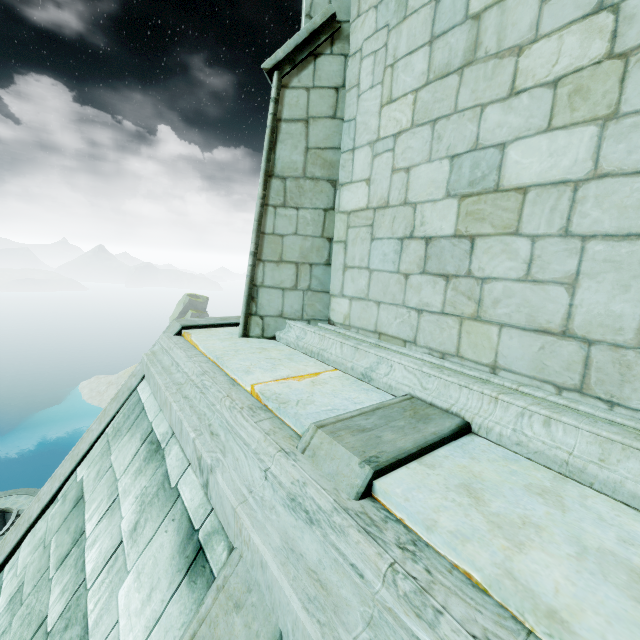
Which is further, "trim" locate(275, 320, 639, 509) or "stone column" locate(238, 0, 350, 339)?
"stone column" locate(238, 0, 350, 339)

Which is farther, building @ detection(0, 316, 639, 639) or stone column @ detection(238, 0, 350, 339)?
stone column @ detection(238, 0, 350, 339)

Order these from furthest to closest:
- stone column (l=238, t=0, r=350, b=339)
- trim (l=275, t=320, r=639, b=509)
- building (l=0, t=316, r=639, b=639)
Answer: stone column (l=238, t=0, r=350, b=339), trim (l=275, t=320, r=639, b=509), building (l=0, t=316, r=639, b=639)

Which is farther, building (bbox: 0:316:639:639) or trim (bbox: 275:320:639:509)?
trim (bbox: 275:320:639:509)

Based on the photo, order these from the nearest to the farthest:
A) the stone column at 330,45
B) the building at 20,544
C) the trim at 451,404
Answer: the building at 20,544 → the trim at 451,404 → the stone column at 330,45

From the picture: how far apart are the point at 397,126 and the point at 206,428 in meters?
3.4 m

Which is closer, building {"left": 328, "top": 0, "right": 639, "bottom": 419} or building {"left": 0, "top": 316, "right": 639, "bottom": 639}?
building {"left": 0, "top": 316, "right": 639, "bottom": 639}

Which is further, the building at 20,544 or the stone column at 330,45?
the stone column at 330,45
